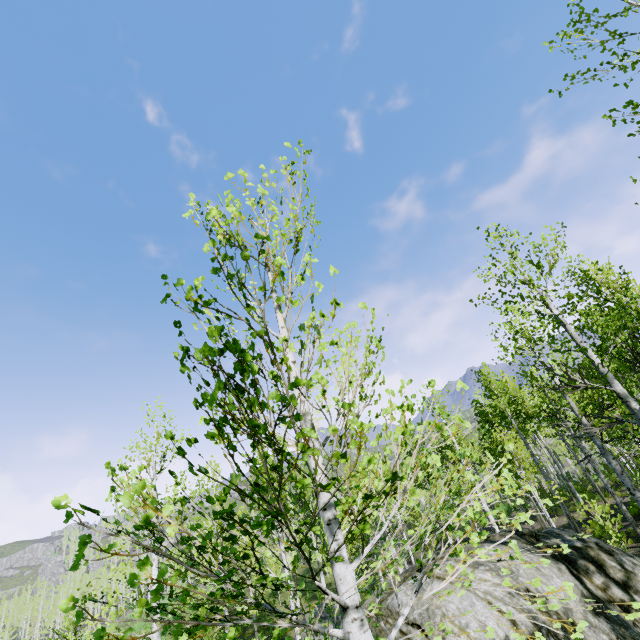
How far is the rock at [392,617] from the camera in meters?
7.0 m

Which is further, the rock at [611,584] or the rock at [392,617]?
the rock at [392,617]

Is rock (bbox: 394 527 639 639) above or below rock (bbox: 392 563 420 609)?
below

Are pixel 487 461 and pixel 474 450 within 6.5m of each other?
yes

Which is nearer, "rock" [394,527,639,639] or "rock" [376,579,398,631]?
"rock" [394,527,639,639]

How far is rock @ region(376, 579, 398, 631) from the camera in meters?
7.0
